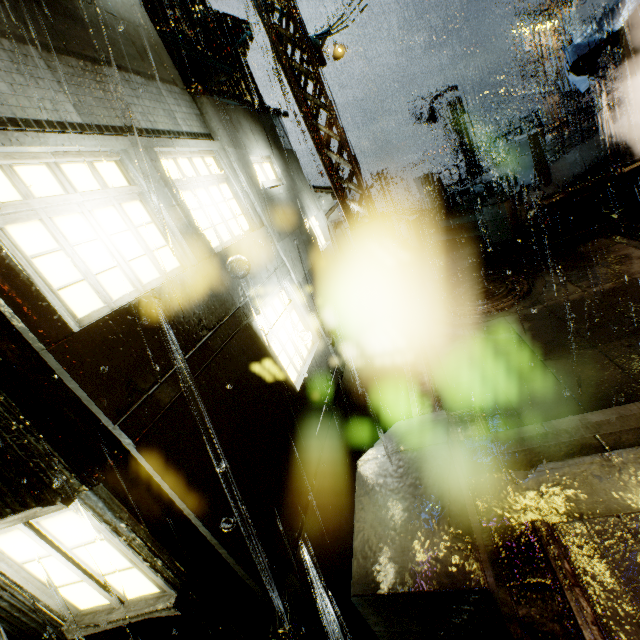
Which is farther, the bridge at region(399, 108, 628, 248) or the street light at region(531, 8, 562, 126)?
the street light at region(531, 8, 562, 126)

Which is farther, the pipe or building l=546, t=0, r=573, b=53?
building l=546, t=0, r=573, b=53

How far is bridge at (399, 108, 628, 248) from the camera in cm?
1179

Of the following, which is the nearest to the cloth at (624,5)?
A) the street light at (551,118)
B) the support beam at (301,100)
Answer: the support beam at (301,100)

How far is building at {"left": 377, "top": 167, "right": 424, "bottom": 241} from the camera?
20.7m

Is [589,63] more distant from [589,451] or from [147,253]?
[147,253]

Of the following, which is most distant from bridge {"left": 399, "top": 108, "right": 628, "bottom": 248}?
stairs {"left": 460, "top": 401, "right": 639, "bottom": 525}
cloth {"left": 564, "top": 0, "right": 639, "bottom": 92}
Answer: stairs {"left": 460, "top": 401, "right": 639, "bottom": 525}

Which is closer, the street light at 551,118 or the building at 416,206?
the street light at 551,118
